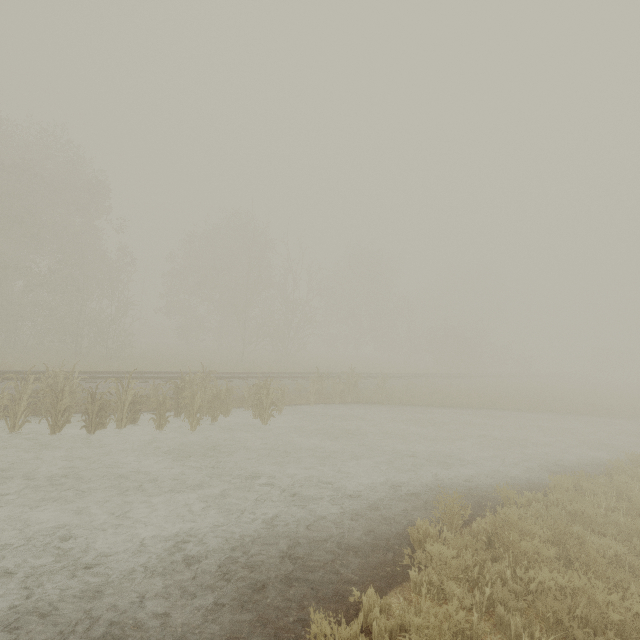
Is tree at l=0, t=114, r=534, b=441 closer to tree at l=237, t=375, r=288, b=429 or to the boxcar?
tree at l=237, t=375, r=288, b=429

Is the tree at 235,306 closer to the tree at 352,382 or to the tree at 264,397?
the tree at 352,382

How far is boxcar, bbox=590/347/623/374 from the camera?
56.8 meters

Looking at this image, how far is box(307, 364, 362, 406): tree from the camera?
16.03m

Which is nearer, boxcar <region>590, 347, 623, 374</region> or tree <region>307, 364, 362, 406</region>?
tree <region>307, 364, 362, 406</region>

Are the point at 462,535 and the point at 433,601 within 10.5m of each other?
yes

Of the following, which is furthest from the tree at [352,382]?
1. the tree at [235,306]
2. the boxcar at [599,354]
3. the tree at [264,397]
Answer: the boxcar at [599,354]

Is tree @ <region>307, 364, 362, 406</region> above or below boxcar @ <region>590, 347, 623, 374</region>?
below
